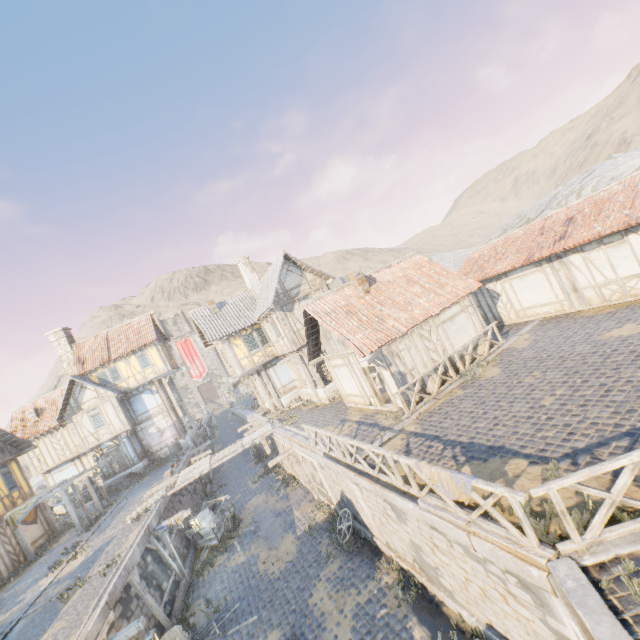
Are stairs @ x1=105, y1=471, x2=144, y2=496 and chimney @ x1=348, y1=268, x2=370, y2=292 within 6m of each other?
no

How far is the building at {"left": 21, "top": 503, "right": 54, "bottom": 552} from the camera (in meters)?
19.39

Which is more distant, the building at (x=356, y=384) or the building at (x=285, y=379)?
the building at (x=285, y=379)

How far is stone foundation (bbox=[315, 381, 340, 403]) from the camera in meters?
20.4 m

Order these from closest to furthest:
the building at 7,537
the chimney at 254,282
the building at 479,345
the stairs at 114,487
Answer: the building at 479,345 < the building at 7,537 < the stairs at 114,487 < the chimney at 254,282

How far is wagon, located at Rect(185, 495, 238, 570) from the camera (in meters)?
16.08

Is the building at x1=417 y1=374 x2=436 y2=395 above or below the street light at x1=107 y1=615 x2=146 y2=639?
above

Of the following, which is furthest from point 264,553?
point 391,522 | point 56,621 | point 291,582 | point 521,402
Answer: point 521,402
